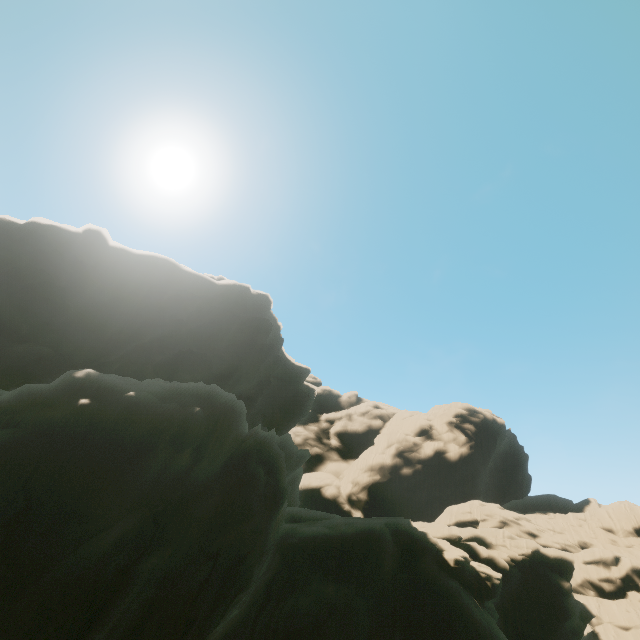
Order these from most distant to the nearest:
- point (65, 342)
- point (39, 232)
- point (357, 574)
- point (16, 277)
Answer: point (39, 232) < point (65, 342) < point (16, 277) < point (357, 574)
